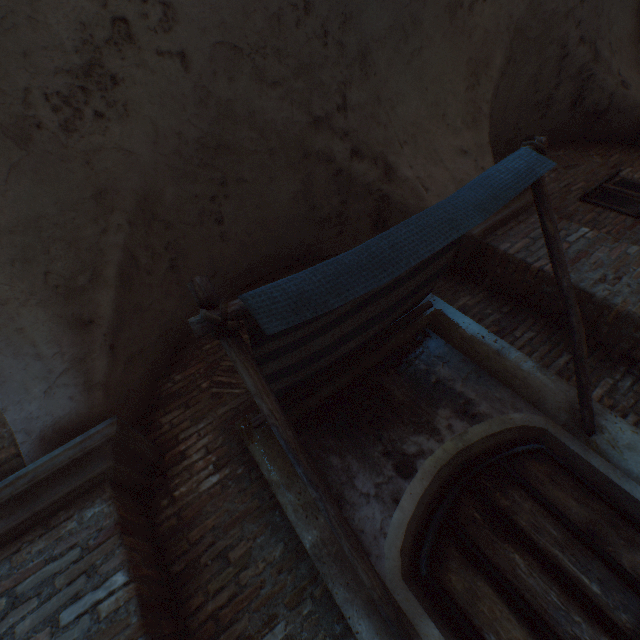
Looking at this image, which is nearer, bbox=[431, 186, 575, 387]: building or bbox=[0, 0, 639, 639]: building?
bbox=[0, 0, 639, 639]: building

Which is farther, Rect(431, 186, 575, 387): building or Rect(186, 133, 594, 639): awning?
Rect(431, 186, 575, 387): building

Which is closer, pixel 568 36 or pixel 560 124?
pixel 568 36

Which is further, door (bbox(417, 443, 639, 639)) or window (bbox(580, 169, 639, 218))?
window (bbox(580, 169, 639, 218))

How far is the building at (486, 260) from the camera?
3.14m

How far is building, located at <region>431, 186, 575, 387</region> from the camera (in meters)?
3.14

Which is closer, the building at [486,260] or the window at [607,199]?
the building at [486,260]

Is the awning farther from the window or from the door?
the window
